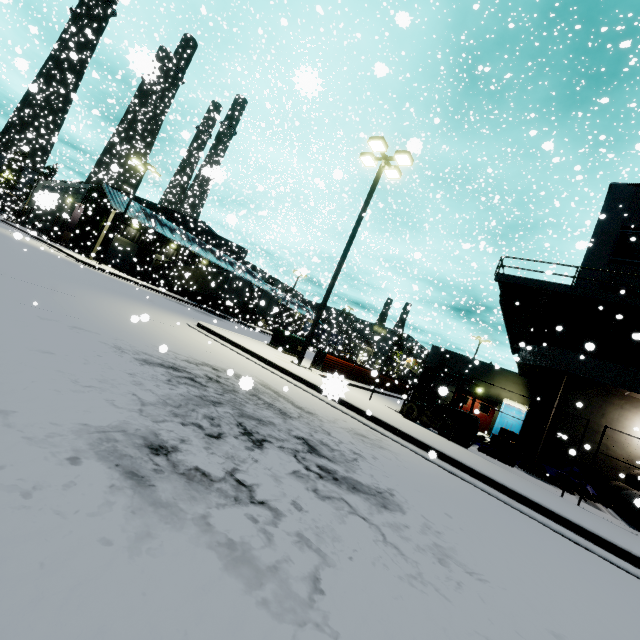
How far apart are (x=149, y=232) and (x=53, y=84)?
35.2m

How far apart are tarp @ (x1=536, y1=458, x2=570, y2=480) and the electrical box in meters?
11.4

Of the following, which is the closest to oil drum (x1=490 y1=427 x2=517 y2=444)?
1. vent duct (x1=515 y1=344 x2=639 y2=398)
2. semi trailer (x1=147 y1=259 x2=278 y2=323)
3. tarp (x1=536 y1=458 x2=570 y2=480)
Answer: tarp (x1=536 y1=458 x2=570 y2=480)

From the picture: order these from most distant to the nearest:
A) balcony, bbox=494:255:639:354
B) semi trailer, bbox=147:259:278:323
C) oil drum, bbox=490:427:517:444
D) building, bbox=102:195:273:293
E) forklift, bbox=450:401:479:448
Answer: building, bbox=102:195:273:293 → semi trailer, bbox=147:259:278:323 → oil drum, bbox=490:427:517:444 → balcony, bbox=494:255:639:354 → forklift, bbox=450:401:479:448

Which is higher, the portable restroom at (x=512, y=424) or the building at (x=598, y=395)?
the building at (x=598, y=395)

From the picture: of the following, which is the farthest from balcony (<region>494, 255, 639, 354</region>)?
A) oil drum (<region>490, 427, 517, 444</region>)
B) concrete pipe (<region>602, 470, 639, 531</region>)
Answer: oil drum (<region>490, 427, 517, 444</region>)

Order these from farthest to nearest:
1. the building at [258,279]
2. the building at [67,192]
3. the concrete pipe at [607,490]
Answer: the building at [258,279]
the building at [67,192]
the concrete pipe at [607,490]

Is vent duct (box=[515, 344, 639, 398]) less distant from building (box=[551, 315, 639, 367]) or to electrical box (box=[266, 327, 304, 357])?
building (box=[551, 315, 639, 367])
